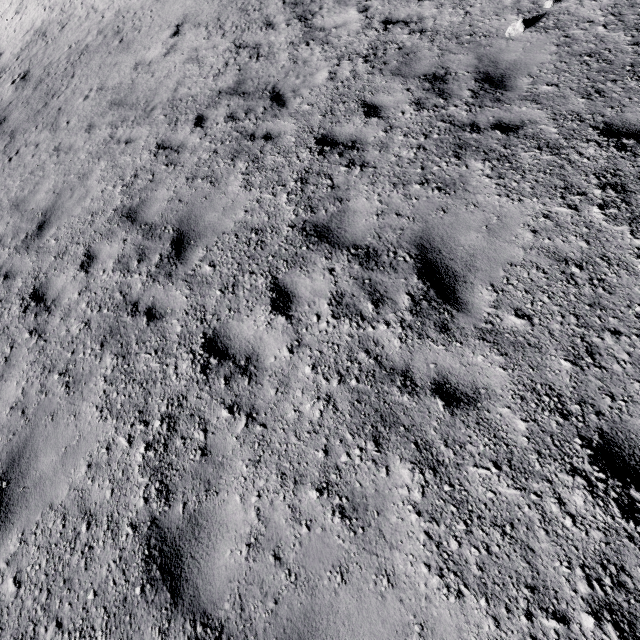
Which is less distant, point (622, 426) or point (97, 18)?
point (622, 426)
